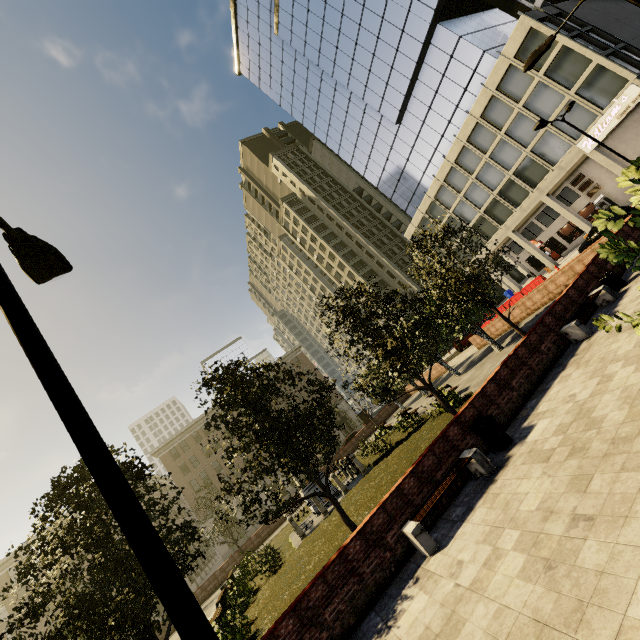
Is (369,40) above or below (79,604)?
above

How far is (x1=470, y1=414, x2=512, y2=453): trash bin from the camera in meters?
8.4

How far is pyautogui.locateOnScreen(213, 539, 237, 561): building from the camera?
46.59m

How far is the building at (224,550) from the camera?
46.59m

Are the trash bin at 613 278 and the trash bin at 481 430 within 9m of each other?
yes

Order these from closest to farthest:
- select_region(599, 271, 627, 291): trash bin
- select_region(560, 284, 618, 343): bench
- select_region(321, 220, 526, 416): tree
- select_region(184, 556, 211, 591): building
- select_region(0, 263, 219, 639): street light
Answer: select_region(0, 263, 219, 639): street light → select_region(560, 284, 618, 343): bench → select_region(599, 271, 627, 291): trash bin → select_region(321, 220, 526, 416): tree → select_region(184, 556, 211, 591): building

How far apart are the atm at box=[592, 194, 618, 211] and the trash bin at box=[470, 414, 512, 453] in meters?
34.8 m

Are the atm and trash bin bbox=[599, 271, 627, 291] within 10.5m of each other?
no
